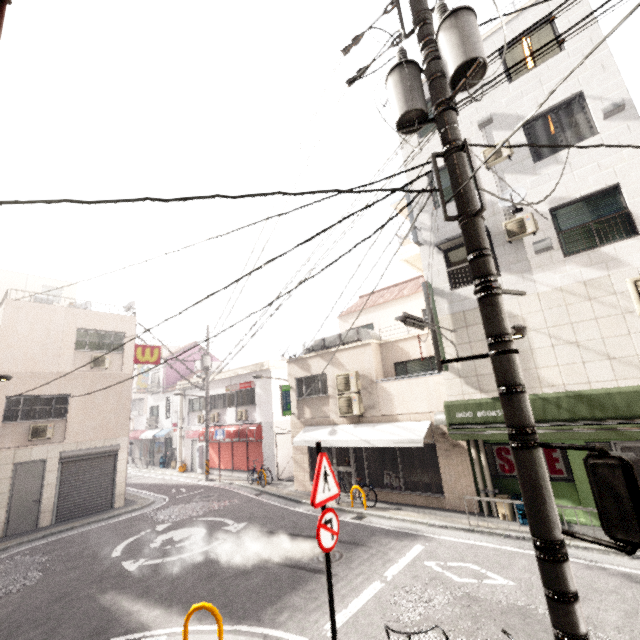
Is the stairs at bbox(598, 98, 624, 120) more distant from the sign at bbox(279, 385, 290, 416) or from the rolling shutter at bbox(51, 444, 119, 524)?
the rolling shutter at bbox(51, 444, 119, 524)

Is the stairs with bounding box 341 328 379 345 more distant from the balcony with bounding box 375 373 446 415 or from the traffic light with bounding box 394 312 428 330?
the traffic light with bounding box 394 312 428 330

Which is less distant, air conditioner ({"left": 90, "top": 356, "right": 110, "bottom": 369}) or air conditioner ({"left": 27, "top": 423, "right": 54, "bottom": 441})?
air conditioner ({"left": 27, "top": 423, "right": 54, "bottom": 441})

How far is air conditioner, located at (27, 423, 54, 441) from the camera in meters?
12.8 m

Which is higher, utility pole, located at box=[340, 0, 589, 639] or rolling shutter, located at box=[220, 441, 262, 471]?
utility pole, located at box=[340, 0, 589, 639]

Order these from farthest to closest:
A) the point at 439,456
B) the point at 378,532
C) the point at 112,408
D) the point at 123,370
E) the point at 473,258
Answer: the point at 123,370, the point at 112,408, the point at 439,456, the point at 378,532, the point at 473,258

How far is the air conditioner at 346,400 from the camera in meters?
12.7

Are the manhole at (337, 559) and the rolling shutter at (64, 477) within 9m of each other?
no
